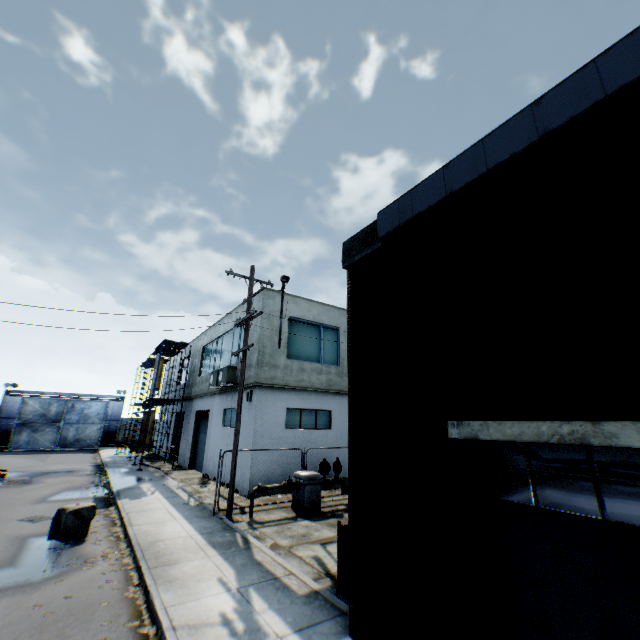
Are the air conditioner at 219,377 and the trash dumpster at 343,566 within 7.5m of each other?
no

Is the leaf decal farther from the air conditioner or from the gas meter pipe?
the air conditioner

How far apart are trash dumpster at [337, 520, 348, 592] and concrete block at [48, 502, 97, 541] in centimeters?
816cm

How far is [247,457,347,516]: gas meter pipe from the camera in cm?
1196

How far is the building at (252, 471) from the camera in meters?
14.4 m

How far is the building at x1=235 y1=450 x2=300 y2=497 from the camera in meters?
14.4 m

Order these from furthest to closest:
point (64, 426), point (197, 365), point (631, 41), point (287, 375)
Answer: point (64, 426) < point (197, 365) < point (287, 375) < point (631, 41)

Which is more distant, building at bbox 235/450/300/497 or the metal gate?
the metal gate
